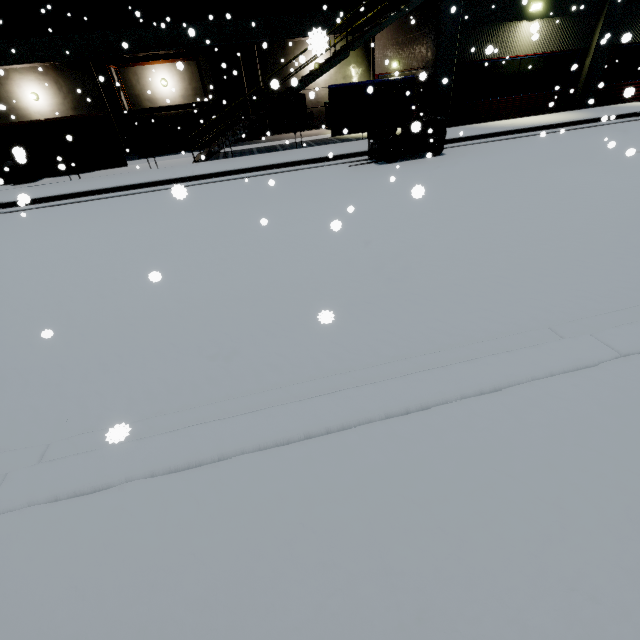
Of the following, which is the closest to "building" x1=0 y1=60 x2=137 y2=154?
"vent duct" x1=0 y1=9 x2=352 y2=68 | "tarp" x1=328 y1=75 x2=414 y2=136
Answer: "vent duct" x1=0 y1=9 x2=352 y2=68

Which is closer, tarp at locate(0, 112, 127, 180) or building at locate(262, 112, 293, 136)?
tarp at locate(0, 112, 127, 180)

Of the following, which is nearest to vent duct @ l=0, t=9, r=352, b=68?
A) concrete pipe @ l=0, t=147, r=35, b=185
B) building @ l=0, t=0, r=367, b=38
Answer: building @ l=0, t=0, r=367, b=38

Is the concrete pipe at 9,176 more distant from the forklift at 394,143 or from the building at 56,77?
the forklift at 394,143

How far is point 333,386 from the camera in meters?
3.0

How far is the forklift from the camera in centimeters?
1043cm

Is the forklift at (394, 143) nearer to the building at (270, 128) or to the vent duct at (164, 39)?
the building at (270, 128)

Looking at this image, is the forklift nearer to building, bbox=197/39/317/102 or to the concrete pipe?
building, bbox=197/39/317/102
